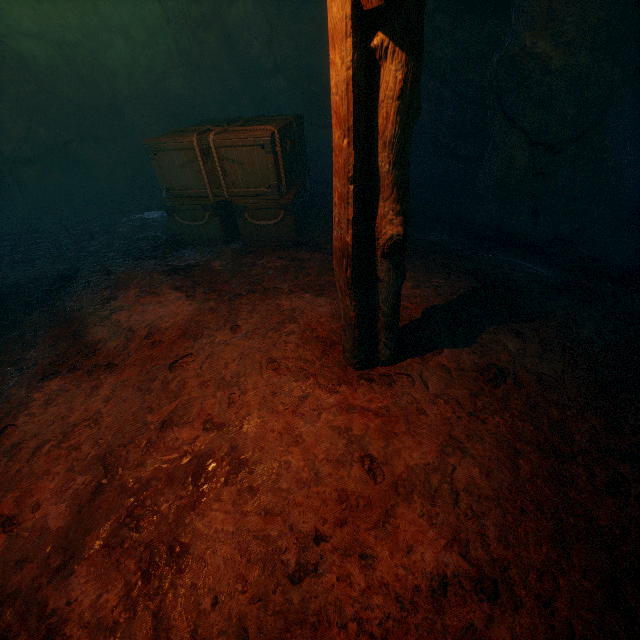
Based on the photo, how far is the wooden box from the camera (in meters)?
4.63

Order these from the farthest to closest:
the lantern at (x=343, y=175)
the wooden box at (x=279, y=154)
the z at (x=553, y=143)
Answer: the wooden box at (x=279, y=154) < the z at (x=553, y=143) < the lantern at (x=343, y=175)

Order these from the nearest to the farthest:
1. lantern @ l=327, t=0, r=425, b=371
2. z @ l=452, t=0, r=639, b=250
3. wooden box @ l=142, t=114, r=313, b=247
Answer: lantern @ l=327, t=0, r=425, b=371 < z @ l=452, t=0, r=639, b=250 < wooden box @ l=142, t=114, r=313, b=247

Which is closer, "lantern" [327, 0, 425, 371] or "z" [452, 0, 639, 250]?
"lantern" [327, 0, 425, 371]

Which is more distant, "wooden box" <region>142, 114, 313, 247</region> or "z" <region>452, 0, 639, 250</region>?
"wooden box" <region>142, 114, 313, 247</region>

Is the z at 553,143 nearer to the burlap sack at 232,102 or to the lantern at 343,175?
the burlap sack at 232,102

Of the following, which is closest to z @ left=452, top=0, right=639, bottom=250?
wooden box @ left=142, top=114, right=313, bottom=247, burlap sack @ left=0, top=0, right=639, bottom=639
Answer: burlap sack @ left=0, top=0, right=639, bottom=639

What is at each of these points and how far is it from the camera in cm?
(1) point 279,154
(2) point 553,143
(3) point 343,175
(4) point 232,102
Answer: (1) wooden box, 467
(2) z, 438
(3) lantern, 205
(4) burlap sack, 805
